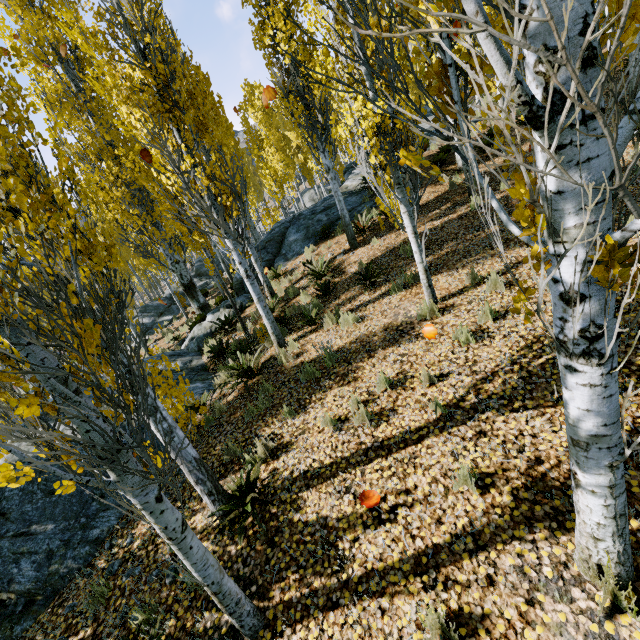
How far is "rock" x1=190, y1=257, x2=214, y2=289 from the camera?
23.17m

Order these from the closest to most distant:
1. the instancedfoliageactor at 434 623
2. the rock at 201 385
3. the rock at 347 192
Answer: the instancedfoliageactor at 434 623
the rock at 201 385
the rock at 347 192

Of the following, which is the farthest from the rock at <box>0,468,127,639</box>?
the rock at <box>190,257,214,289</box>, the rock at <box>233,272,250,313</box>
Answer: the rock at <box>233,272,250,313</box>

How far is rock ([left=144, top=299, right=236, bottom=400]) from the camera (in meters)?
8.83

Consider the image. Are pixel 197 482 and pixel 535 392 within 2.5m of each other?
no

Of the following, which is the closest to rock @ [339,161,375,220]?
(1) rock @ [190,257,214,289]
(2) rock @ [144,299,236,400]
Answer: (2) rock @ [144,299,236,400]

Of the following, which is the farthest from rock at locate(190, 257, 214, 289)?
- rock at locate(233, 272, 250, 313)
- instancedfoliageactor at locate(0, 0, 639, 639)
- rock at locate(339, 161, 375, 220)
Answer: rock at locate(233, 272, 250, 313)

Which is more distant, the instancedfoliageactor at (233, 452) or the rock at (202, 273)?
the rock at (202, 273)
